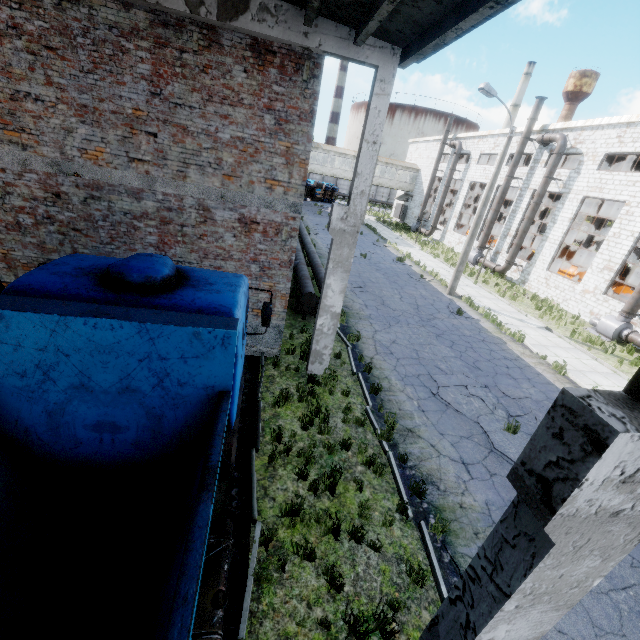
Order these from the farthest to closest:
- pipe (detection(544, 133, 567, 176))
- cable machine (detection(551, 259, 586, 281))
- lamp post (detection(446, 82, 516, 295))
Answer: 1. cable machine (detection(551, 259, 586, 281))
2. pipe (detection(544, 133, 567, 176))
3. lamp post (detection(446, 82, 516, 295))

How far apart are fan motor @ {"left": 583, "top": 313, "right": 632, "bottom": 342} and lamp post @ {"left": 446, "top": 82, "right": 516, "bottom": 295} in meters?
7.3

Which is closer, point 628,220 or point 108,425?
point 108,425

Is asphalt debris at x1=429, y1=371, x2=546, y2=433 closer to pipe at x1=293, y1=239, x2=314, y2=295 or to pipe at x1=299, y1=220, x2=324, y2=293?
pipe at x1=299, y1=220, x2=324, y2=293

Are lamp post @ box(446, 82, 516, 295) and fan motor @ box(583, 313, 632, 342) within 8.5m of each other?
yes

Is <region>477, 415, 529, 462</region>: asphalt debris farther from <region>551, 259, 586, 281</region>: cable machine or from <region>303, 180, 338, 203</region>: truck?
<region>303, 180, 338, 203</region>: truck

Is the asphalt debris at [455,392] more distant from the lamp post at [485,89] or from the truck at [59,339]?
the lamp post at [485,89]

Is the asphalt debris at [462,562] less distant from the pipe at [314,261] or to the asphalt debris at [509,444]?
the asphalt debris at [509,444]
